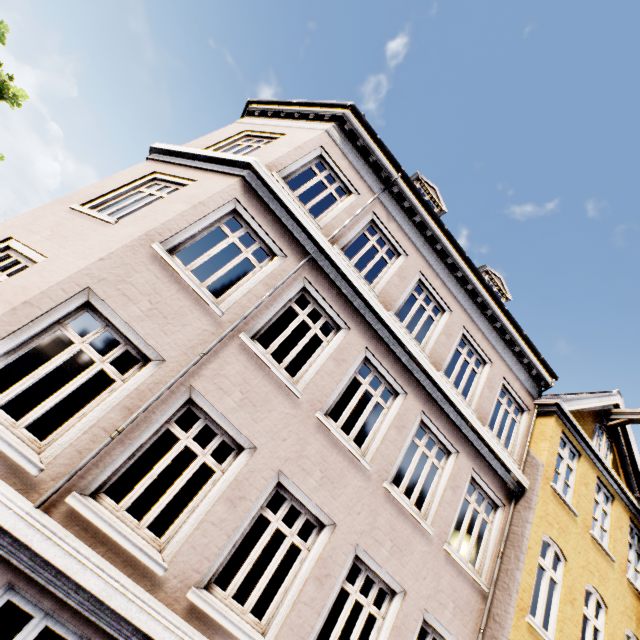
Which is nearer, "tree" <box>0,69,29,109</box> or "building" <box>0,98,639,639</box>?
"building" <box>0,98,639,639</box>

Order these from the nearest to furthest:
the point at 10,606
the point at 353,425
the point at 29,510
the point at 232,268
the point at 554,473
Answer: the point at 29,510
the point at 10,606
the point at 554,473
the point at 353,425
the point at 232,268

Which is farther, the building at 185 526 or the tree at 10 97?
the tree at 10 97
